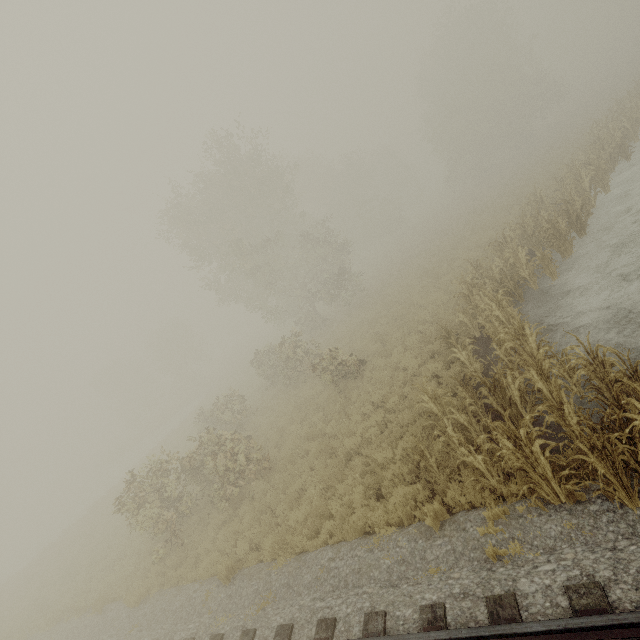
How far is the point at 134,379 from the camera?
55.5m
